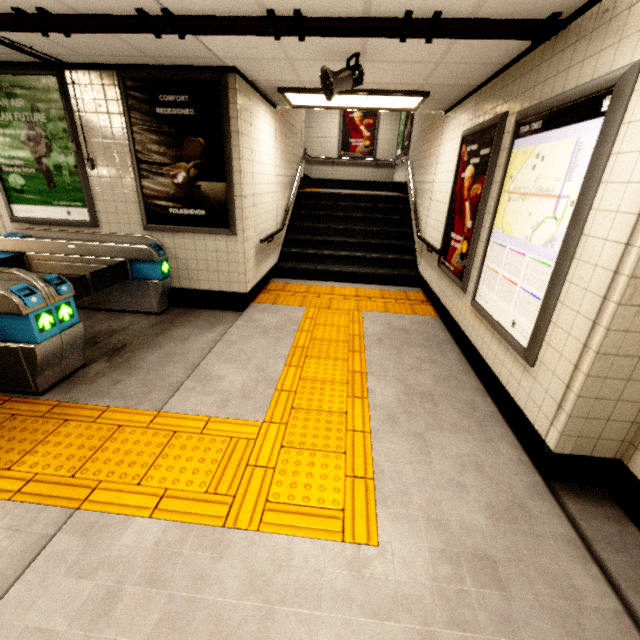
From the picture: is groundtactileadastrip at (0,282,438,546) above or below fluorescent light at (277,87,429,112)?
below

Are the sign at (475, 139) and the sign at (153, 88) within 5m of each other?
yes

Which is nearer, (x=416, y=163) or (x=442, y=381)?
(x=442, y=381)

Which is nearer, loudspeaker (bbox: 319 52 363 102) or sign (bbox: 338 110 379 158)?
loudspeaker (bbox: 319 52 363 102)

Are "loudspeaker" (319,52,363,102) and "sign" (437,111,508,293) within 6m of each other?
yes

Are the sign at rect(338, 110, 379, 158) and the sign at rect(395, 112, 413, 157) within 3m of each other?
yes

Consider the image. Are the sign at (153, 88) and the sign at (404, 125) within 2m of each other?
no

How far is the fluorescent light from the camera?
4.2 meters
